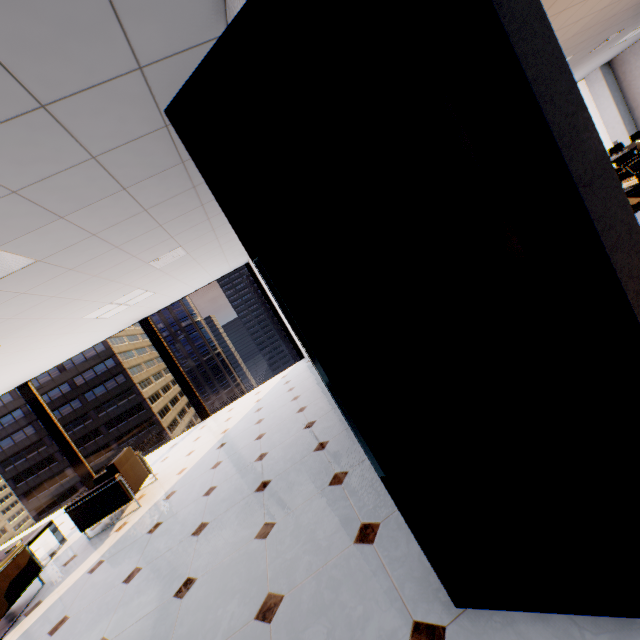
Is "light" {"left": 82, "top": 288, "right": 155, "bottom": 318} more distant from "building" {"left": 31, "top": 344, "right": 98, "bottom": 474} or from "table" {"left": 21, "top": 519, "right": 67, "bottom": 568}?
"building" {"left": 31, "top": 344, "right": 98, "bottom": 474}

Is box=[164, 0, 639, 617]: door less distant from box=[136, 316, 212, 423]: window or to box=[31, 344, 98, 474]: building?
box=[136, 316, 212, 423]: window

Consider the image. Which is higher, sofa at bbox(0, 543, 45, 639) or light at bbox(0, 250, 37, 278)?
light at bbox(0, 250, 37, 278)

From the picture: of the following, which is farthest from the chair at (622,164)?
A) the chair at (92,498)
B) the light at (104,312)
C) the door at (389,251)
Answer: the chair at (92,498)

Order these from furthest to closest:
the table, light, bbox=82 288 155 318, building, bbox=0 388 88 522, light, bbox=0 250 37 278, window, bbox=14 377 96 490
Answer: building, bbox=0 388 88 522 → window, bbox=14 377 96 490 → light, bbox=82 288 155 318 → the table → light, bbox=0 250 37 278

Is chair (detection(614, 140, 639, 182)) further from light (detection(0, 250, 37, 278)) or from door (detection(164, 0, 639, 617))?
light (detection(0, 250, 37, 278))

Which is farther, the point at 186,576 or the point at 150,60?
the point at 186,576

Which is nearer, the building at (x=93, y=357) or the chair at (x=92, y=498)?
the chair at (x=92, y=498)
